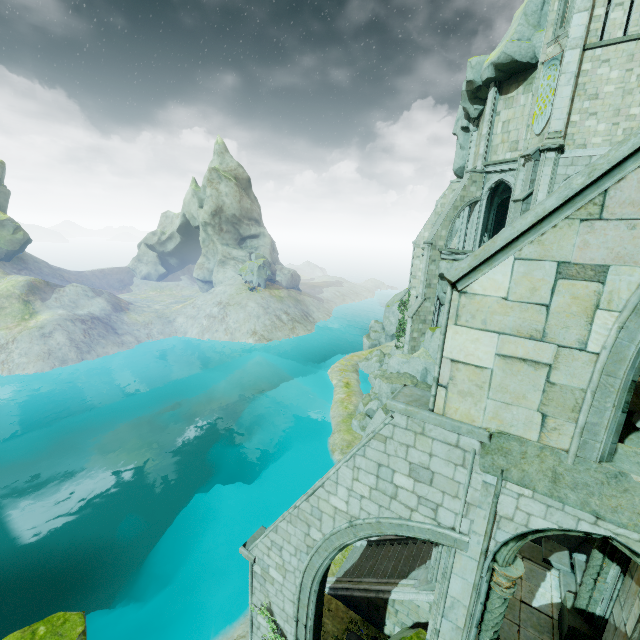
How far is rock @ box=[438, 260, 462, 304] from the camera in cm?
2541

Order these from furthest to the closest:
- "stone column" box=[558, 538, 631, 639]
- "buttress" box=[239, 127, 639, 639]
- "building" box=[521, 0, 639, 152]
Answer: "building" box=[521, 0, 639, 152]
"stone column" box=[558, 538, 631, 639]
"buttress" box=[239, 127, 639, 639]

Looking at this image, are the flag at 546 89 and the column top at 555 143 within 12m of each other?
yes

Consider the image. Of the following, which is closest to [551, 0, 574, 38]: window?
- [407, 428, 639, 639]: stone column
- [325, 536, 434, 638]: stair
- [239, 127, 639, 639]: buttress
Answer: [239, 127, 639, 639]: buttress

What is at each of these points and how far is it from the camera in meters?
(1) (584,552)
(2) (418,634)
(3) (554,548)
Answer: (1) rock, 15.3 m
(2) rock, 8.9 m
(3) stone column, 11.3 m

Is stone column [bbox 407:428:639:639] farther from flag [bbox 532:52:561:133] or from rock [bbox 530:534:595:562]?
flag [bbox 532:52:561:133]

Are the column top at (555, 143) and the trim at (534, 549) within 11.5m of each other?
no

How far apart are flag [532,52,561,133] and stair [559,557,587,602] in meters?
21.4 m
